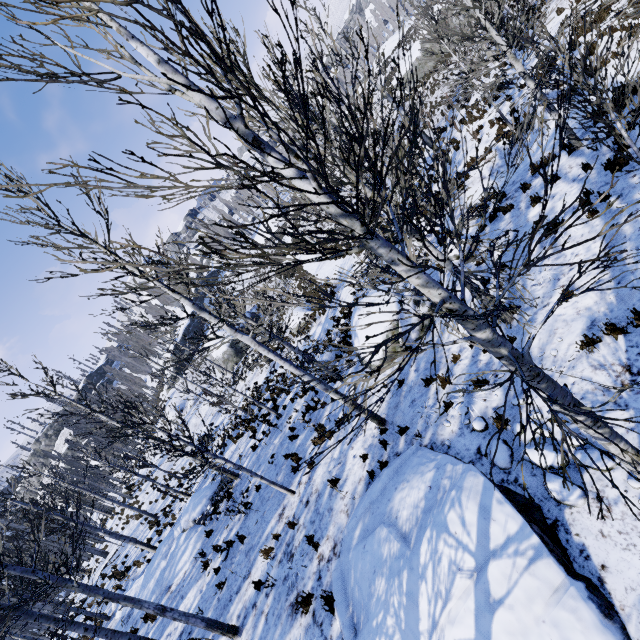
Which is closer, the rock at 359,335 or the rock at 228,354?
the rock at 359,335

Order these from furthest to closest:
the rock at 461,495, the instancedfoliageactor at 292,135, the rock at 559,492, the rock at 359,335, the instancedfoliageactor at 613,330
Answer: the rock at 359,335
the instancedfoliageactor at 613,330
the rock at 559,492
the rock at 461,495
the instancedfoliageactor at 292,135

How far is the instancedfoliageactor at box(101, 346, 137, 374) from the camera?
58.16m

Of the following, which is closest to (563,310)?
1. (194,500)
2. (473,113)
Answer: (194,500)

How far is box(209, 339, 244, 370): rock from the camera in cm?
3378

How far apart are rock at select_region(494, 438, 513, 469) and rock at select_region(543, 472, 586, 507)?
0.12m

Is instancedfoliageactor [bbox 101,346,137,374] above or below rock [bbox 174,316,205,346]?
above
